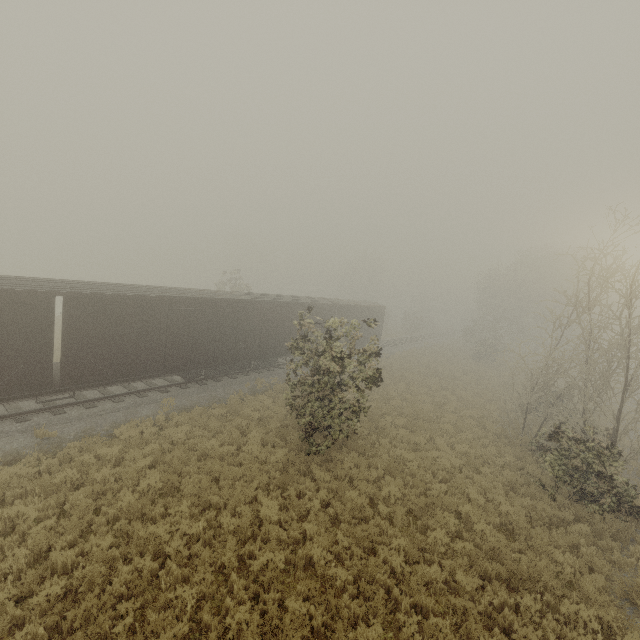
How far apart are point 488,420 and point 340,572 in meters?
14.3 m

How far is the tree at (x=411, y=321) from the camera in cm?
5209

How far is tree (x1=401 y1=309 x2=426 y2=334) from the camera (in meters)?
52.09

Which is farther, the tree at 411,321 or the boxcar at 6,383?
the tree at 411,321

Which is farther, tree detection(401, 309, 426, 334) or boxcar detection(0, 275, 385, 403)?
tree detection(401, 309, 426, 334)
